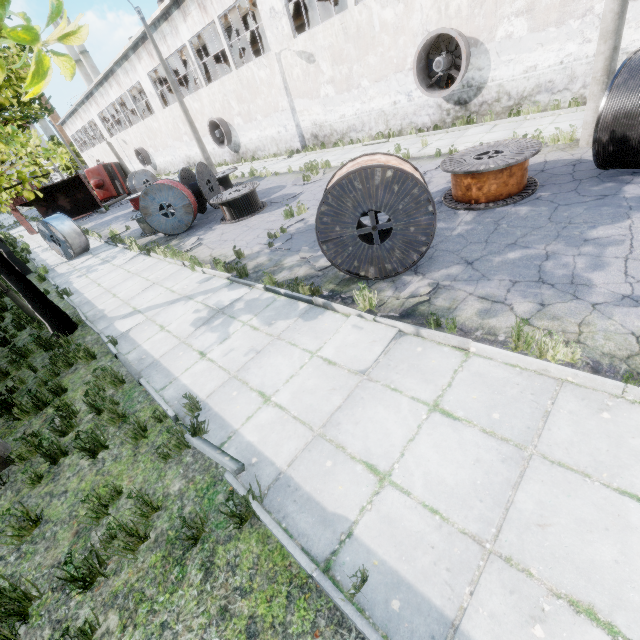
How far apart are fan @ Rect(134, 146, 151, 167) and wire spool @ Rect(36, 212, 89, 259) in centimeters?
2489cm

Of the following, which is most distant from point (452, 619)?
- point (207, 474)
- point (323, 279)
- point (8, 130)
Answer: point (8, 130)

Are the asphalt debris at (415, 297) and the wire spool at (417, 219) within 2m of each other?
yes

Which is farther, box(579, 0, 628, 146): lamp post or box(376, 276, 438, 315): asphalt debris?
box(579, 0, 628, 146): lamp post

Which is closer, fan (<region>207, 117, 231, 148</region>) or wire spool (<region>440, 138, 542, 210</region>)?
wire spool (<region>440, 138, 542, 210</region>)

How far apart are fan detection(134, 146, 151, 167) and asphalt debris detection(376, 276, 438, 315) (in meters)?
40.40

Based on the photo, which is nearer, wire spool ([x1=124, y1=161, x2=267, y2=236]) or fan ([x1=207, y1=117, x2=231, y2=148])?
wire spool ([x1=124, y1=161, x2=267, y2=236])

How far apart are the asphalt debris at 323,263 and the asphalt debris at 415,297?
1.27m
